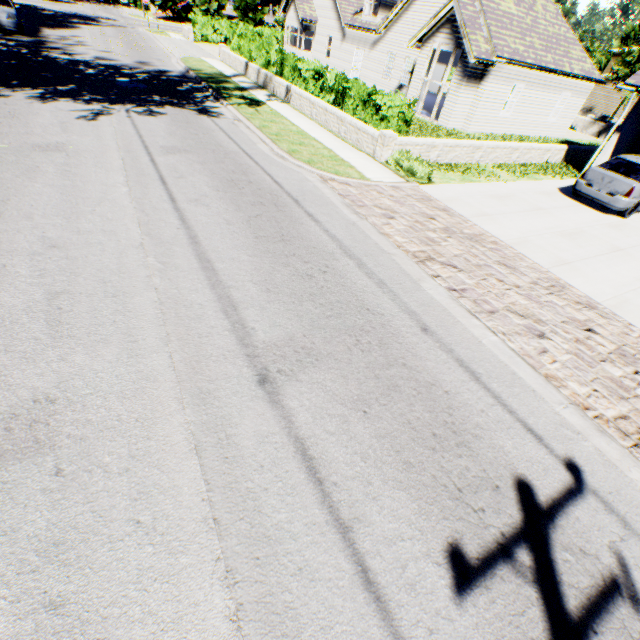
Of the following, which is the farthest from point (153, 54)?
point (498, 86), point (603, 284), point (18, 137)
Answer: point (603, 284)

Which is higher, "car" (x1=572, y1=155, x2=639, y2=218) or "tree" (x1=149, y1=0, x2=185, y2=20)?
"tree" (x1=149, y1=0, x2=185, y2=20)

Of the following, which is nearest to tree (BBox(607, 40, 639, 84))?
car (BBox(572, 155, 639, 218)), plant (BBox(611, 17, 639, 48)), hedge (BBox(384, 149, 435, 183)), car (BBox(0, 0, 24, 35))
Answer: plant (BBox(611, 17, 639, 48))

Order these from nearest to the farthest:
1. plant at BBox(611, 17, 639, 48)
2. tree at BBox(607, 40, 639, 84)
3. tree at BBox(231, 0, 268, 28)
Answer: tree at BBox(607, 40, 639, 84) → tree at BBox(231, 0, 268, 28) → plant at BBox(611, 17, 639, 48)

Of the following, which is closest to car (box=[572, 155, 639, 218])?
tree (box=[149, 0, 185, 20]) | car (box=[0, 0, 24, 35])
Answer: tree (box=[149, 0, 185, 20])

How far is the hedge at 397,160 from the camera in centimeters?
1009cm

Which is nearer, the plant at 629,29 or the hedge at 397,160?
the hedge at 397,160

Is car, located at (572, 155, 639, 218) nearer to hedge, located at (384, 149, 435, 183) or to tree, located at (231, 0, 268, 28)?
hedge, located at (384, 149, 435, 183)
